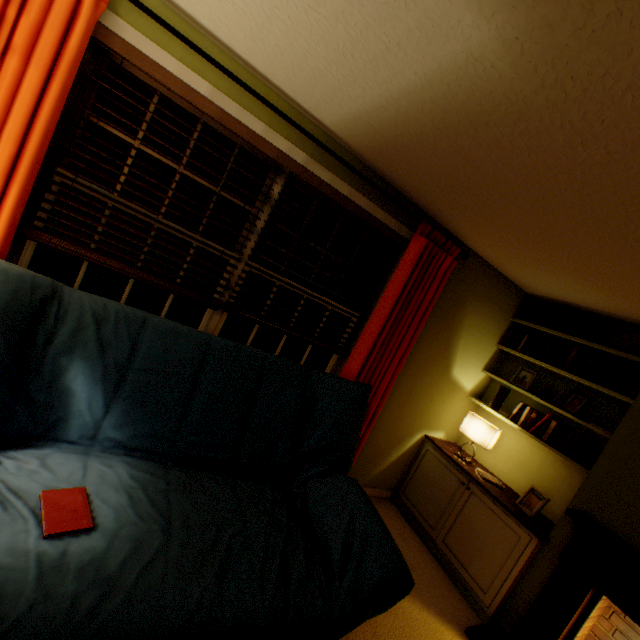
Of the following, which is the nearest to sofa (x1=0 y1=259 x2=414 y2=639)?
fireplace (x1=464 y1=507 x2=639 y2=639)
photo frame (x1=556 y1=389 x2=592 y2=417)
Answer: fireplace (x1=464 y1=507 x2=639 y2=639)

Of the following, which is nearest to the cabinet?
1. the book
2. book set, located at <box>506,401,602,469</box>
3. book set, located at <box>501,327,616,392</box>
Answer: book set, located at <box>506,401,602,469</box>

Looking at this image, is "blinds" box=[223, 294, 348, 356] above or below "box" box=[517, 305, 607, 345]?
below

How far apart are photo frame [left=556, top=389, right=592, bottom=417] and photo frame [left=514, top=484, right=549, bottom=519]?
0.74m

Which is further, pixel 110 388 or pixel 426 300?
pixel 426 300

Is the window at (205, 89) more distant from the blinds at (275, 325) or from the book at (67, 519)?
the book at (67, 519)

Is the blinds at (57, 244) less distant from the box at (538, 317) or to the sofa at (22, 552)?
the sofa at (22, 552)

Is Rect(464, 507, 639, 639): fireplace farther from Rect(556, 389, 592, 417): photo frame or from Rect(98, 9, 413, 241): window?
Rect(98, 9, 413, 241): window
